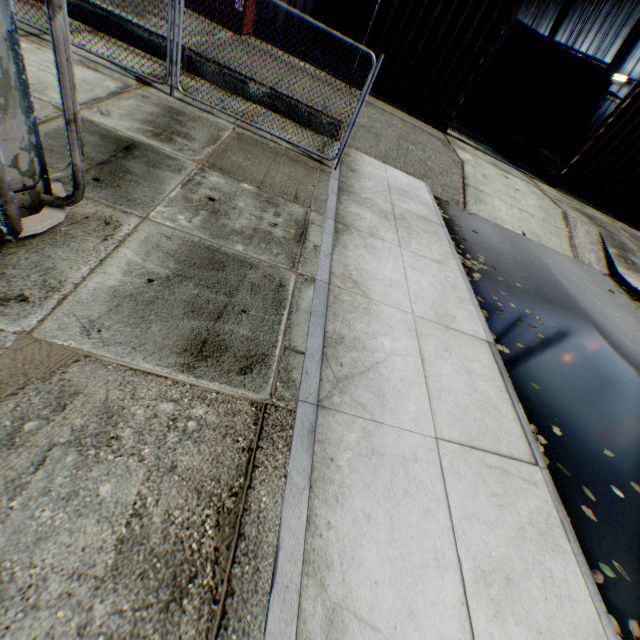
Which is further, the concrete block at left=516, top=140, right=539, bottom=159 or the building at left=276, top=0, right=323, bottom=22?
the concrete block at left=516, top=140, right=539, bottom=159

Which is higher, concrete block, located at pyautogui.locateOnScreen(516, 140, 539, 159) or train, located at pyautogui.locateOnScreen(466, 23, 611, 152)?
train, located at pyautogui.locateOnScreen(466, 23, 611, 152)

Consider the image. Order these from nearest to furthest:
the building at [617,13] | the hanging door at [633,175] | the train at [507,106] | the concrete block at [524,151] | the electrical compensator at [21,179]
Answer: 1. the electrical compensator at [21,179]
2. the hanging door at [633,175]
3. the train at [507,106]
4. the concrete block at [524,151]
5. the building at [617,13]

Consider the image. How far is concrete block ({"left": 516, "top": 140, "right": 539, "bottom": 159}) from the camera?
18.1m

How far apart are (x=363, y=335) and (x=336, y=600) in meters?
2.5 m

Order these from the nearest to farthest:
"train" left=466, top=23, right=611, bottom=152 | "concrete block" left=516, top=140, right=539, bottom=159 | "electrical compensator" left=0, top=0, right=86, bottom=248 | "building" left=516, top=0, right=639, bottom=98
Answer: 1. "electrical compensator" left=0, top=0, right=86, bottom=248
2. "train" left=466, top=23, right=611, bottom=152
3. "concrete block" left=516, top=140, right=539, bottom=159
4. "building" left=516, top=0, right=639, bottom=98

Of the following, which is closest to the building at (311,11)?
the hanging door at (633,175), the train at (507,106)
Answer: the hanging door at (633,175)

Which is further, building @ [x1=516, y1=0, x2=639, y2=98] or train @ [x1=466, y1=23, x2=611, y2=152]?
building @ [x1=516, y1=0, x2=639, y2=98]
